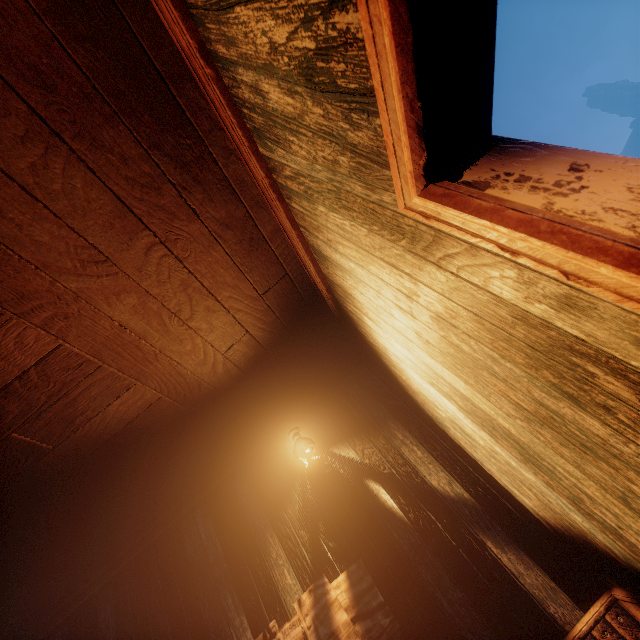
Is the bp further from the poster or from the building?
the poster

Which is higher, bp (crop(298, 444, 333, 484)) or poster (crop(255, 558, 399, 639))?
bp (crop(298, 444, 333, 484))

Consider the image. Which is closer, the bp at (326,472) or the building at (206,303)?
the building at (206,303)

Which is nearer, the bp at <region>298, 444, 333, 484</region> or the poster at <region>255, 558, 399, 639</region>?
the poster at <region>255, 558, 399, 639</region>

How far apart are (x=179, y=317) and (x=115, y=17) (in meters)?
1.85

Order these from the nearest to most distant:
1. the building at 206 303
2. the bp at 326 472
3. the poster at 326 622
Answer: the building at 206 303 → the poster at 326 622 → the bp at 326 472

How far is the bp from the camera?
3.51m

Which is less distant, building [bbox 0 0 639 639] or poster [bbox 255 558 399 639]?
building [bbox 0 0 639 639]
